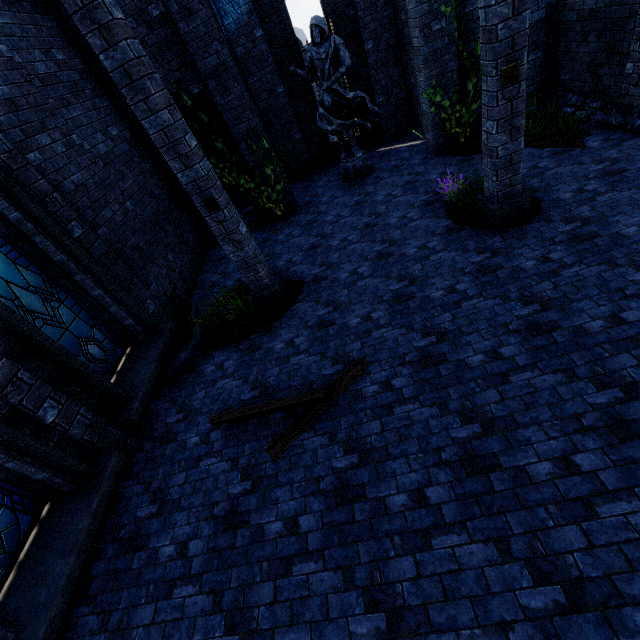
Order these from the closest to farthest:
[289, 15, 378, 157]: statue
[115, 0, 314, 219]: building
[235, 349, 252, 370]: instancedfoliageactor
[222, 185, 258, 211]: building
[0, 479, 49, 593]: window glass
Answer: [0, 479, 49, 593]: window glass, [235, 349, 252, 370]: instancedfoliageactor, [115, 0, 314, 219]: building, [289, 15, 378, 157]: statue, [222, 185, 258, 211]: building

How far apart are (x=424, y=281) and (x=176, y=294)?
6.1 meters

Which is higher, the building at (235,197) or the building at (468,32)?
the building at (468,32)

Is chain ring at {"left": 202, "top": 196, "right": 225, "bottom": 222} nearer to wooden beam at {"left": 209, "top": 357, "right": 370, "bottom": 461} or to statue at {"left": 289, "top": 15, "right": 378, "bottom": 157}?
wooden beam at {"left": 209, "top": 357, "right": 370, "bottom": 461}

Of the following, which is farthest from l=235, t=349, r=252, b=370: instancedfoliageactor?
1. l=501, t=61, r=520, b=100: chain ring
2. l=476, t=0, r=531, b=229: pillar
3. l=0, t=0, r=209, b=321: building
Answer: l=501, t=61, r=520, b=100: chain ring

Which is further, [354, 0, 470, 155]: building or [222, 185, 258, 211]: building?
[222, 185, 258, 211]: building

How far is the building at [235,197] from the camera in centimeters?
997cm

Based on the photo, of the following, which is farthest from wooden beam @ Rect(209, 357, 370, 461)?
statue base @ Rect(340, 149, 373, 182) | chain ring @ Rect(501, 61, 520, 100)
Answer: statue base @ Rect(340, 149, 373, 182)
